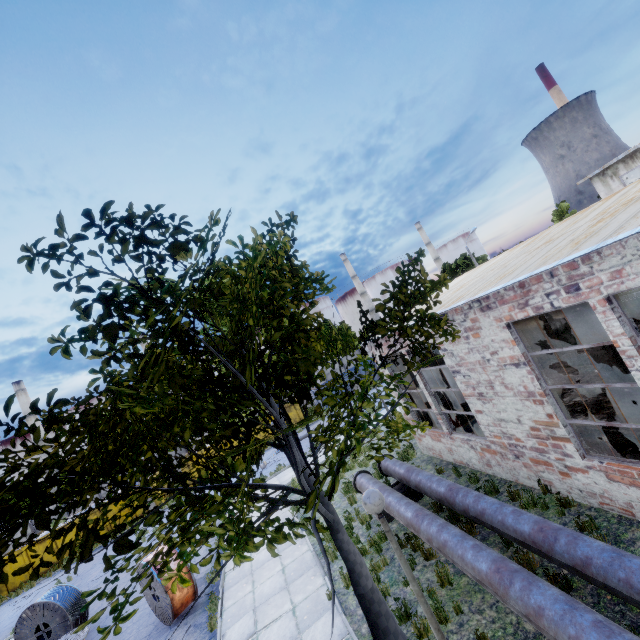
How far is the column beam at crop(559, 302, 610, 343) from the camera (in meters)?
8.16

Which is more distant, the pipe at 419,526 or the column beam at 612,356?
the column beam at 612,356

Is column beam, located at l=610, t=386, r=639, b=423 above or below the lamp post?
below

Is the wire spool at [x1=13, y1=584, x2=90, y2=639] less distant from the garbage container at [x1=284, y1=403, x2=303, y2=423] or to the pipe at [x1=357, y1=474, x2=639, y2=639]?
the pipe at [x1=357, y1=474, x2=639, y2=639]

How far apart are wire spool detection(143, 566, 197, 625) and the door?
15.28m

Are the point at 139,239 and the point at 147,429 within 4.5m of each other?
yes

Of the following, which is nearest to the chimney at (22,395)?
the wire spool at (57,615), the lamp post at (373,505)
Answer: the wire spool at (57,615)

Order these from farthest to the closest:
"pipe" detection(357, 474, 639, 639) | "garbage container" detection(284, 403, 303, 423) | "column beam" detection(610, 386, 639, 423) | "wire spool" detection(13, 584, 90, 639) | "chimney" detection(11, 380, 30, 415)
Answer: "chimney" detection(11, 380, 30, 415), "garbage container" detection(284, 403, 303, 423), "wire spool" detection(13, 584, 90, 639), "column beam" detection(610, 386, 639, 423), "pipe" detection(357, 474, 639, 639)
